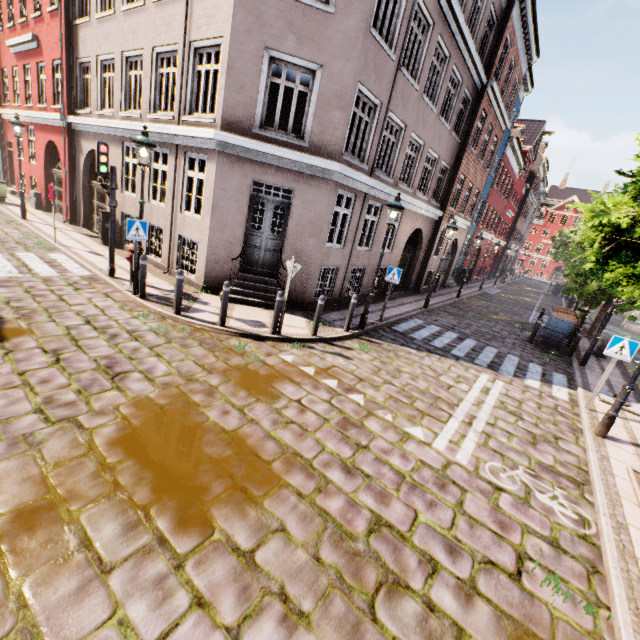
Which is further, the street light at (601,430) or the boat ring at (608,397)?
the boat ring at (608,397)

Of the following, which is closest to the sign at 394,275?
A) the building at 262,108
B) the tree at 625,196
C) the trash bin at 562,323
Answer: the building at 262,108

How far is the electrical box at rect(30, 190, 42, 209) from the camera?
16.03m

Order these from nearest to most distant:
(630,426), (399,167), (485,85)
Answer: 1. (630,426)
2. (399,167)
3. (485,85)

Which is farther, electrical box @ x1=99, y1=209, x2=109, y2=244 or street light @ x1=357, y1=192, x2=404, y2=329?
electrical box @ x1=99, y1=209, x2=109, y2=244

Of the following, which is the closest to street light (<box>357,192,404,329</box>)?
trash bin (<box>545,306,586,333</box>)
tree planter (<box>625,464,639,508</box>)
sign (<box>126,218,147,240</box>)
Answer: sign (<box>126,218,147,240</box>)

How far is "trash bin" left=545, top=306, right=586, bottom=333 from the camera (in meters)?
12.73

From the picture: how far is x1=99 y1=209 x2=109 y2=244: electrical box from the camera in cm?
1220
